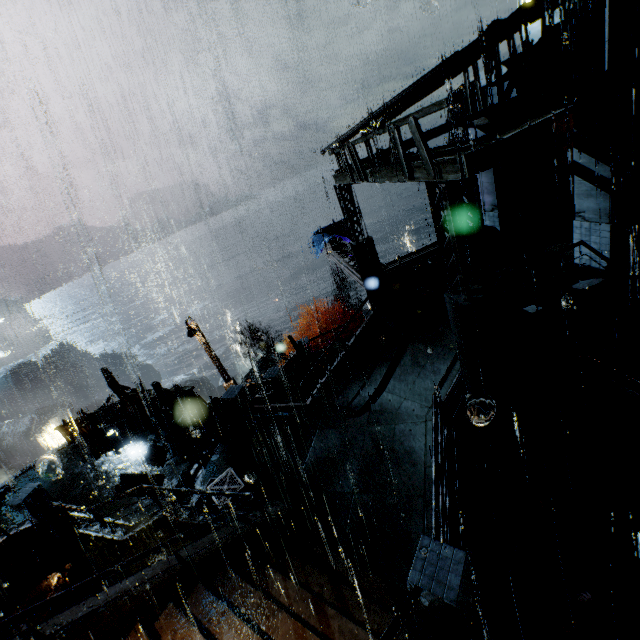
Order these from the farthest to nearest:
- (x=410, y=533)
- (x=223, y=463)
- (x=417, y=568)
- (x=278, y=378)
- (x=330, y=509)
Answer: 1. (x=278, y=378)
2. (x=223, y=463)
3. (x=330, y=509)
4. (x=410, y=533)
5. (x=417, y=568)

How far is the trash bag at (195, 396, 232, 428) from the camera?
14.1 meters

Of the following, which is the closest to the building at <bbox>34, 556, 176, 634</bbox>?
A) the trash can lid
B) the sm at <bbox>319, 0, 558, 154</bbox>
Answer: the sm at <bbox>319, 0, 558, 154</bbox>

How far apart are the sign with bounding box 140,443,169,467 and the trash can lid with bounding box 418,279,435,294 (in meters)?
12.84

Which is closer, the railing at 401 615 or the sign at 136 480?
the railing at 401 615

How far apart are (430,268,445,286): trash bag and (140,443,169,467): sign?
13.5 meters

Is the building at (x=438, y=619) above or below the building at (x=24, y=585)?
above

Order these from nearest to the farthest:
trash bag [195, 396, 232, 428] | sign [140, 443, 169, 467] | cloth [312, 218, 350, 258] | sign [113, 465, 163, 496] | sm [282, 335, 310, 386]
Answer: sign [113, 465, 163, 496], sign [140, 443, 169, 467], trash bag [195, 396, 232, 428], sm [282, 335, 310, 386], cloth [312, 218, 350, 258]
